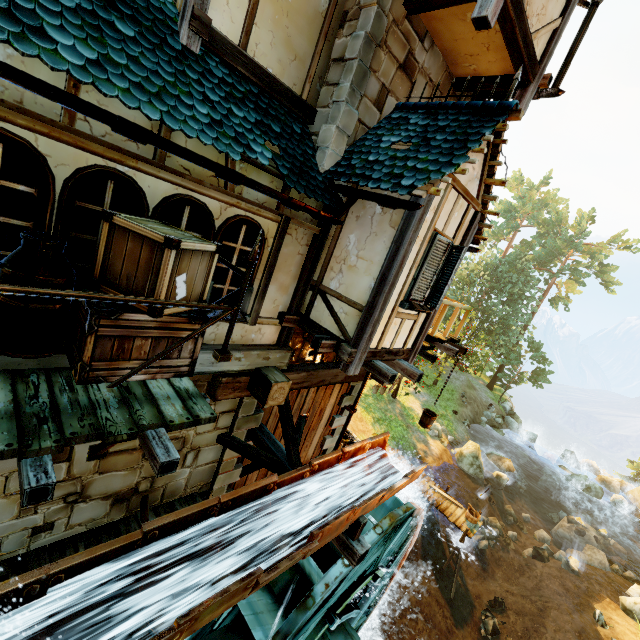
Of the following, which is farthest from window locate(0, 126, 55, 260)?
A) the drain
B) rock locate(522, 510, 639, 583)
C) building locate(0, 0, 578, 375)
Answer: rock locate(522, 510, 639, 583)

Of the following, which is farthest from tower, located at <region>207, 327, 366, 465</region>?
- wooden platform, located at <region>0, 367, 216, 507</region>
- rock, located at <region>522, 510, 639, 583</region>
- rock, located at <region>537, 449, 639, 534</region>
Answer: rock, located at <region>537, 449, 639, 534</region>

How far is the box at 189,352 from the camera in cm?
349

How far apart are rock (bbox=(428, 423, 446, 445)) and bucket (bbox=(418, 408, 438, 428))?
16.1m

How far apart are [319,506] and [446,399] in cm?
2820

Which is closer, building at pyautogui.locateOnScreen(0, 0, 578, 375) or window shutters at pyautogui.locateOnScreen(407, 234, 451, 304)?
building at pyautogui.locateOnScreen(0, 0, 578, 375)

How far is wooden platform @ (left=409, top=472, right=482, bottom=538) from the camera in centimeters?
1555cm

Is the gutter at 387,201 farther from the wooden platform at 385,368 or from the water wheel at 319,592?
the water wheel at 319,592
